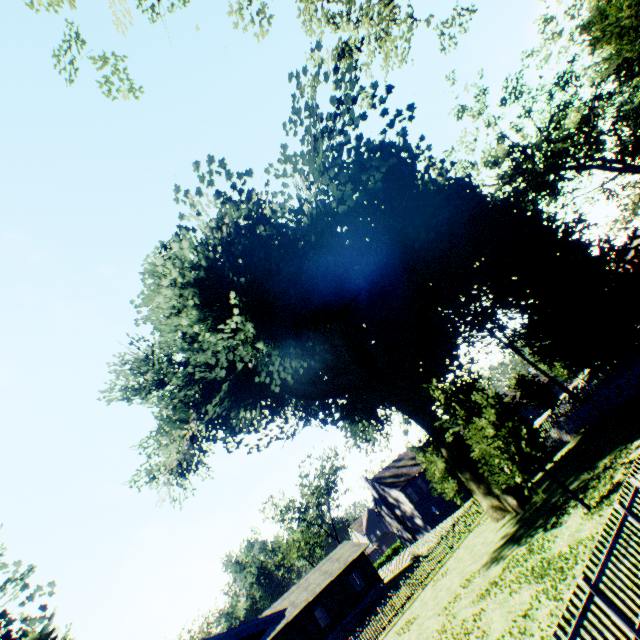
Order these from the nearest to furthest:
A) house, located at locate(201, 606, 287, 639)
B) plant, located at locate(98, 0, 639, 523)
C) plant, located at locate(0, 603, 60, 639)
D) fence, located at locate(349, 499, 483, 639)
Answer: house, located at locate(201, 606, 287, 639) < plant, located at locate(98, 0, 639, 523) < plant, located at locate(0, 603, 60, 639) < fence, located at locate(349, 499, 483, 639)

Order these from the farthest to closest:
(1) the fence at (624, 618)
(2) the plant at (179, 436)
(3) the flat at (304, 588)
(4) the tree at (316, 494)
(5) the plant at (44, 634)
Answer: (4) the tree at (316, 494) → (3) the flat at (304, 588) → (5) the plant at (44, 634) → (2) the plant at (179, 436) → (1) the fence at (624, 618)

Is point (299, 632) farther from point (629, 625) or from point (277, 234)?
point (277, 234)

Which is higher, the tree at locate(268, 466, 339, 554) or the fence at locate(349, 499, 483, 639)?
the tree at locate(268, 466, 339, 554)

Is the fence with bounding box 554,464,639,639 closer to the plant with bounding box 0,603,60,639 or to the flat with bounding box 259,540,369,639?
the plant with bounding box 0,603,60,639

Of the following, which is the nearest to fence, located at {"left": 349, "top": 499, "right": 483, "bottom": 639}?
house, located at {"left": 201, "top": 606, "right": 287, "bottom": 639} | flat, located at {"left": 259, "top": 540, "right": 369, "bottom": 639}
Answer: house, located at {"left": 201, "top": 606, "right": 287, "bottom": 639}

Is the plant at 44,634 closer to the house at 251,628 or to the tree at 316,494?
the house at 251,628

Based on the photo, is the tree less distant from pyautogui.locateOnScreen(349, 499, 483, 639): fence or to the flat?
pyautogui.locateOnScreen(349, 499, 483, 639): fence
